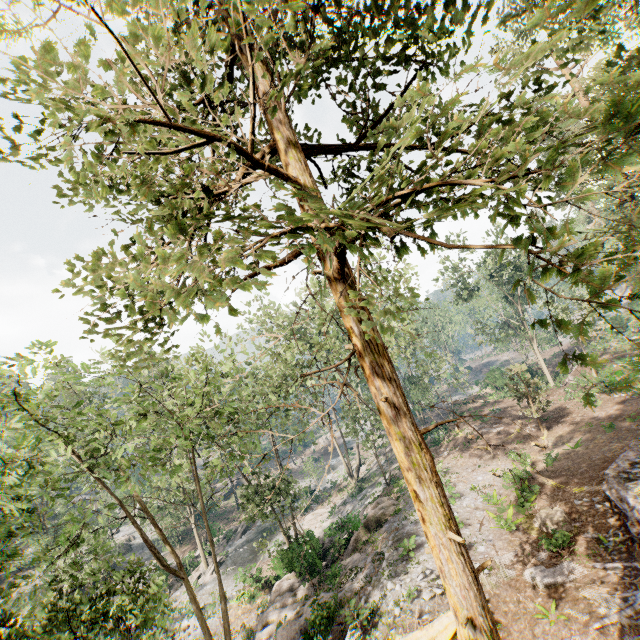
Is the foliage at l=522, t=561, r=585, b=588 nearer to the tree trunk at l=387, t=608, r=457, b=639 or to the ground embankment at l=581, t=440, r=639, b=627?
the ground embankment at l=581, t=440, r=639, b=627

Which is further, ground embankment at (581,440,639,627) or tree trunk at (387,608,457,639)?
tree trunk at (387,608,457,639)

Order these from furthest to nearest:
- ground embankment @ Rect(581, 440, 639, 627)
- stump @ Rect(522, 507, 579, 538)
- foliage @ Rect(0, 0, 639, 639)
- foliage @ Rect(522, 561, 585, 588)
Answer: stump @ Rect(522, 507, 579, 538), foliage @ Rect(522, 561, 585, 588), ground embankment @ Rect(581, 440, 639, 627), foliage @ Rect(0, 0, 639, 639)

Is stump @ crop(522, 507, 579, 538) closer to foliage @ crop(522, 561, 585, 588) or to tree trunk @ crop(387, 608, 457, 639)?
foliage @ crop(522, 561, 585, 588)

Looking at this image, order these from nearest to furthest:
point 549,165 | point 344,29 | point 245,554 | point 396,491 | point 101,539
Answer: point 344,29 → point 549,165 → point 396,491 → point 101,539 → point 245,554

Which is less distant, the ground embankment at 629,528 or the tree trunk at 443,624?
the ground embankment at 629,528

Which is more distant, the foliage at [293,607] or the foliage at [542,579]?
the foliage at [542,579]
